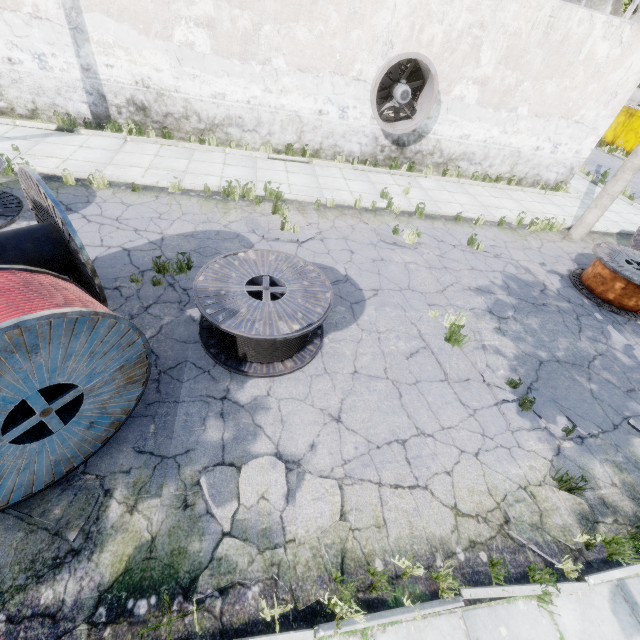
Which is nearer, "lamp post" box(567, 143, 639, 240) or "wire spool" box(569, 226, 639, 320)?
"wire spool" box(569, 226, 639, 320)

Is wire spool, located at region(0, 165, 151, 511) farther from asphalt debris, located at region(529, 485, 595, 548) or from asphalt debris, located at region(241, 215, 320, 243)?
asphalt debris, located at region(529, 485, 595, 548)

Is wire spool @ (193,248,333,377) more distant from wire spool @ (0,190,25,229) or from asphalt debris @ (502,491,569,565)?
wire spool @ (0,190,25,229)

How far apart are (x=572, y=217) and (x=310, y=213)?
10.52m

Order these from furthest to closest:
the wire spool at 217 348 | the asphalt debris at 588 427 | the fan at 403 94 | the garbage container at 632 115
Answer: the garbage container at 632 115 → the fan at 403 94 → the asphalt debris at 588 427 → the wire spool at 217 348

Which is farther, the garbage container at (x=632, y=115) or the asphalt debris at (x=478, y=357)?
the garbage container at (x=632, y=115)

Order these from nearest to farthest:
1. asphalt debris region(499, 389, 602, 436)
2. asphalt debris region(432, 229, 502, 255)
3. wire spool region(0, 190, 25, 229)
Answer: asphalt debris region(499, 389, 602, 436) → wire spool region(0, 190, 25, 229) → asphalt debris region(432, 229, 502, 255)

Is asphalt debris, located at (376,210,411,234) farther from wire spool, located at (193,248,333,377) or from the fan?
the fan
